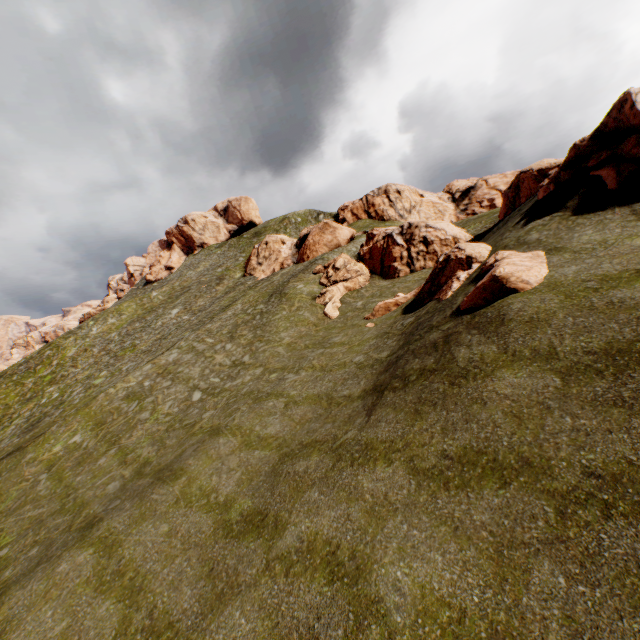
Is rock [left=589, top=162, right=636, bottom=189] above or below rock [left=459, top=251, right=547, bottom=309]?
above

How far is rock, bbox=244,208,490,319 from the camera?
19.3 meters

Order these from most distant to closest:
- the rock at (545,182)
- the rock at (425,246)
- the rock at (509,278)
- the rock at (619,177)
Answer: the rock at (425,246) → the rock at (545,182) → the rock at (619,177) → the rock at (509,278)

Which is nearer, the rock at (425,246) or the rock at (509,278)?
the rock at (509,278)

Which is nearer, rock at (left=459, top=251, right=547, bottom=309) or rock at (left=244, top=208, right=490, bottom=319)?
rock at (left=459, top=251, right=547, bottom=309)

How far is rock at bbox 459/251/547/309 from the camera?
11.95m

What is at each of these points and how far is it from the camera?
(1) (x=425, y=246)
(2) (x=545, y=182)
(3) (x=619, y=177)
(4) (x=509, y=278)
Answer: (1) rock, 33.56m
(2) rock, 24.31m
(3) rock, 14.36m
(4) rock, 12.03m

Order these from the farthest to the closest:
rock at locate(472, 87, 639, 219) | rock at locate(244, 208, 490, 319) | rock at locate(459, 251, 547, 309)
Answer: rock at locate(244, 208, 490, 319)
rock at locate(472, 87, 639, 219)
rock at locate(459, 251, 547, 309)
